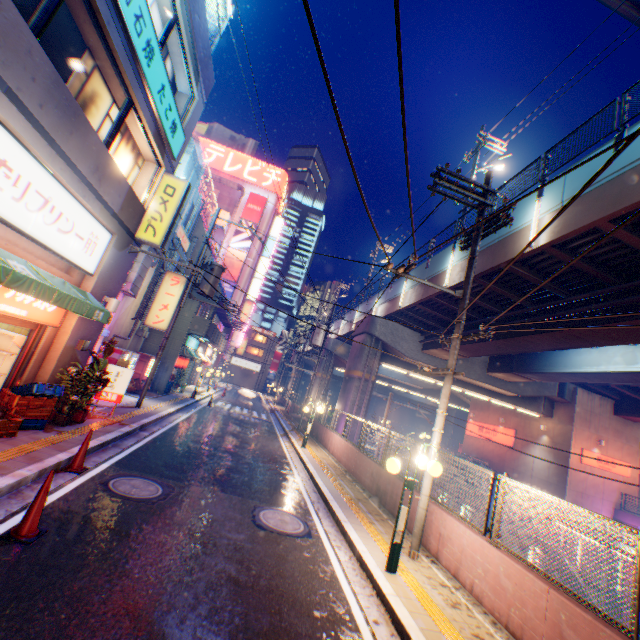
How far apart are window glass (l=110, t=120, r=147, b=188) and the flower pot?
6.48m

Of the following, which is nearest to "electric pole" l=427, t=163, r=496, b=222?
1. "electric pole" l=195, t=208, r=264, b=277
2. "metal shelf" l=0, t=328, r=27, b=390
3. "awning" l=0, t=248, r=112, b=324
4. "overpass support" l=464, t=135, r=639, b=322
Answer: "overpass support" l=464, t=135, r=639, b=322

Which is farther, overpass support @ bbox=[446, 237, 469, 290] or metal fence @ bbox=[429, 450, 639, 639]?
overpass support @ bbox=[446, 237, 469, 290]

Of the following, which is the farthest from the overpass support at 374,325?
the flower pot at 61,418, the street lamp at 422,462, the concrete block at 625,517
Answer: the flower pot at 61,418

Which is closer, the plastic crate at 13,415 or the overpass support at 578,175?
the plastic crate at 13,415

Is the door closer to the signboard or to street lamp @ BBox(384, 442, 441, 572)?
street lamp @ BBox(384, 442, 441, 572)

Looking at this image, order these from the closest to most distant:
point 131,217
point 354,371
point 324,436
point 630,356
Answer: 1. point 131,217
2. point 630,356
3. point 324,436
4. point 354,371

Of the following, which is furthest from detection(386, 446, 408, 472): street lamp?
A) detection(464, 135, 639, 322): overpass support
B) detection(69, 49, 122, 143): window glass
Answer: detection(69, 49, 122, 143): window glass
